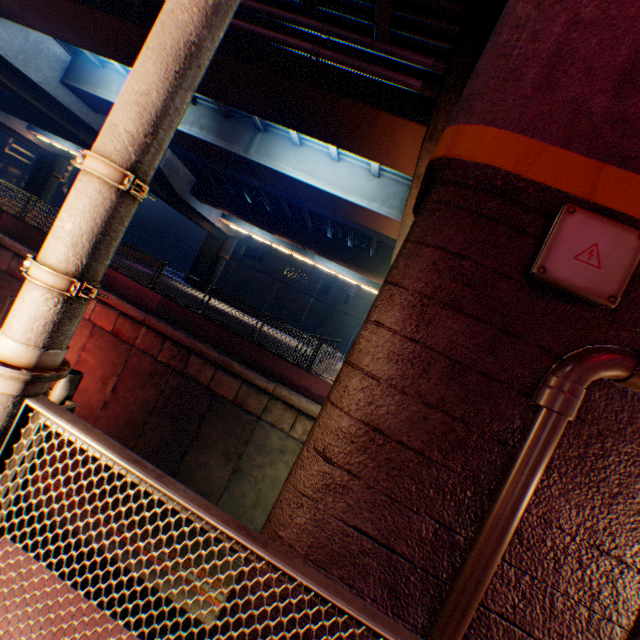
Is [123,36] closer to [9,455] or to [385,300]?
[385,300]

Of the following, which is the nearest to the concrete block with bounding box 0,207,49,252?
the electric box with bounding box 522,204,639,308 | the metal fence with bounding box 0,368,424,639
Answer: the metal fence with bounding box 0,368,424,639

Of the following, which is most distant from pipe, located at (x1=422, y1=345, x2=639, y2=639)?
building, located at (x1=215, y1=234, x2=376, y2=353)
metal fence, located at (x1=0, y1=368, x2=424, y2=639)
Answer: building, located at (x1=215, y1=234, x2=376, y2=353)

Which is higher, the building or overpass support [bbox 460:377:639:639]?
the building

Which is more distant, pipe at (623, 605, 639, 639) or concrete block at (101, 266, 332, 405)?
concrete block at (101, 266, 332, 405)

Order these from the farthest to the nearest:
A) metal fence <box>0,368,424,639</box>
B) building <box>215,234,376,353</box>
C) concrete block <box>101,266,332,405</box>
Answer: building <box>215,234,376,353</box>
concrete block <box>101,266,332,405</box>
metal fence <box>0,368,424,639</box>

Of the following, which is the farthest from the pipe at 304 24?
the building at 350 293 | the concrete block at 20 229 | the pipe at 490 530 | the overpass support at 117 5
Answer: the building at 350 293

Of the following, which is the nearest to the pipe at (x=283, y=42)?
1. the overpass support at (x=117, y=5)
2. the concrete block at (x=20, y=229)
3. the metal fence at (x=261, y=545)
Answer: the overpass support at (x=117, y=5)
